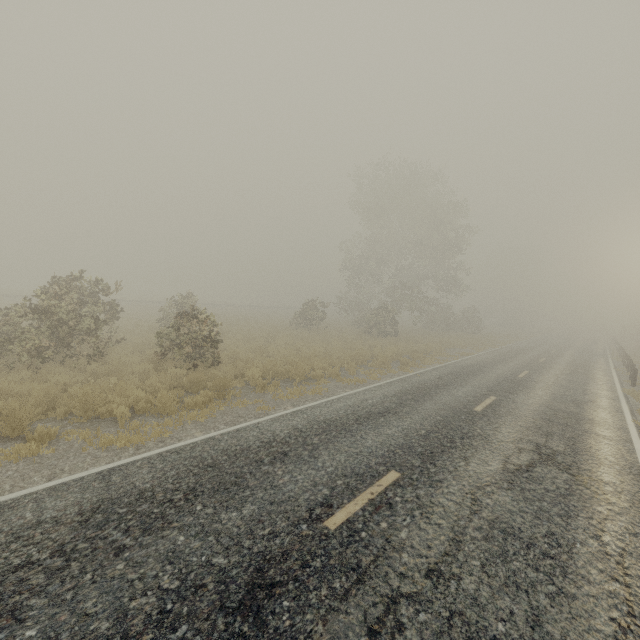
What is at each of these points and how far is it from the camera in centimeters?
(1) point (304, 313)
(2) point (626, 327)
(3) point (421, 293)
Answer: (1) tree, 2739cm
(2) tree, 5066cm
(3) tree, 3144cm

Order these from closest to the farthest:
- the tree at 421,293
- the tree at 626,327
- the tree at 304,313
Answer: the tree at 304,313 → the tree at 421,293 → the tree at 626,327

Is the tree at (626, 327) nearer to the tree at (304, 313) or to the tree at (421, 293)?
the tree at (421, 293)

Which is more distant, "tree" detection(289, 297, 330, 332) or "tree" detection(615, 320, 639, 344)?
"tree" detection(615, 320, 639, 344)

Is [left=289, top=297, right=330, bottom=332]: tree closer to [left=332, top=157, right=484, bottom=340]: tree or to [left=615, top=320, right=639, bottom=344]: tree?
[left=332, top=157, right=484, bottom=340]: tree

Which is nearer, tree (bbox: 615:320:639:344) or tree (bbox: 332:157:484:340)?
tree (bbox: 332:157:484:340)
